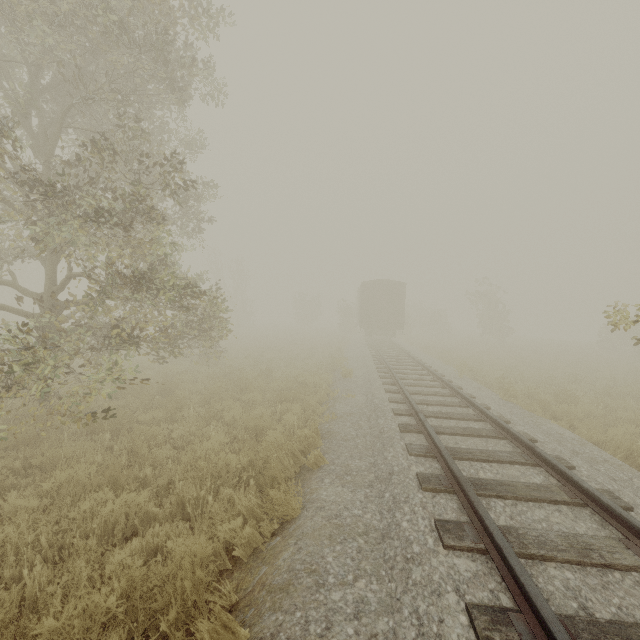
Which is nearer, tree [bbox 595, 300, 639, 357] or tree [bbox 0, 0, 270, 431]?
tree [bbox 595, 300, 639, 357]

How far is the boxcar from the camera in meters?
24.9 m

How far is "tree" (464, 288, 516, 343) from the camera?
31.19m

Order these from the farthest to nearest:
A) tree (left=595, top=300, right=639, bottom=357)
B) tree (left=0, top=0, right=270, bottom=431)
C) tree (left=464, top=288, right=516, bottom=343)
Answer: tree (left=464, top=288, right=516, bottom=343), tree (left=0, top=0, right=270, bottom=431), tree (left=595, top=300, right=639, bottom=357)

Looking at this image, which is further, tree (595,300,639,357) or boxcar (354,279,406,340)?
boxcar (354,279,406,340)

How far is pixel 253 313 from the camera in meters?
38.1 m

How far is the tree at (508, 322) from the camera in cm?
3119

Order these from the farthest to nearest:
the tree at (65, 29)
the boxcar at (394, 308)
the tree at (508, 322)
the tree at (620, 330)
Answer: the tree at (508, 322) < the boxcar at (394, 308) < the tree at (65, 29) < the tree at (620, 330)
